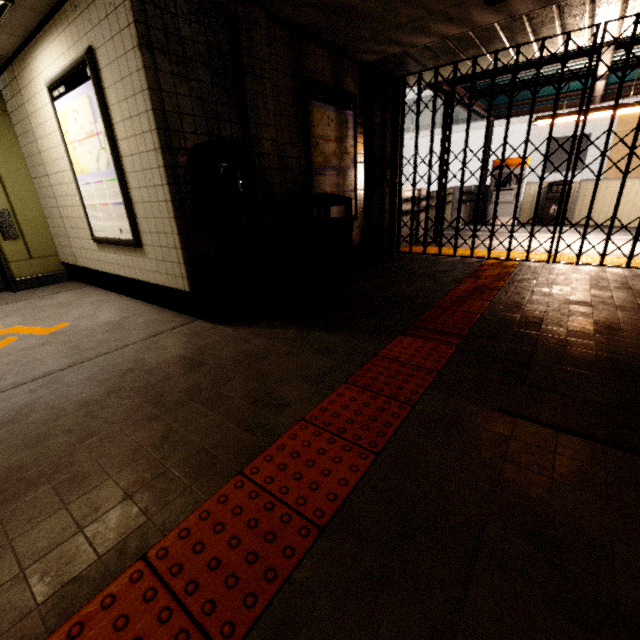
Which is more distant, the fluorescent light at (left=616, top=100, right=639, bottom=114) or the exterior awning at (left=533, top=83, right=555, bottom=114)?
the exterior awning at (left=533, top=83, right=555, bottom=114)

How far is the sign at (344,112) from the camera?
4.08m

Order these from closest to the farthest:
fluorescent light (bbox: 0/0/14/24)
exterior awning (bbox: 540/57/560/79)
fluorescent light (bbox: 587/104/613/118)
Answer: fluorescent light (bbox: 0/0/14/24) → exterior awning (bbox: 540/57/560/79) → fluorescent light (bbox: 587/104/613/118)

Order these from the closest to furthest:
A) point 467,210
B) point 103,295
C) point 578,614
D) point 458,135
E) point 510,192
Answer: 1. point 578,614
2. point 103,295
3. point 510,192
4. point 467,210
5. point 458,135

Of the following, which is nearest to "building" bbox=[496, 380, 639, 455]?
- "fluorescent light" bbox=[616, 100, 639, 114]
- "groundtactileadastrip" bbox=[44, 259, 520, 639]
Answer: "groundtactileadastrip" bbox=[44, 259, 520, 639]

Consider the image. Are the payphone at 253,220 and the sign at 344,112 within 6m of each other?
yes

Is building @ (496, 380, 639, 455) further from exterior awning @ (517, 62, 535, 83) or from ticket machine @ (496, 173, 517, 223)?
ticket machine @ (496, 173, 517, 223)

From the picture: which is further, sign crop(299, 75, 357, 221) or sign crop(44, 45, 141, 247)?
sign crop(299, 75, 357, 221)
